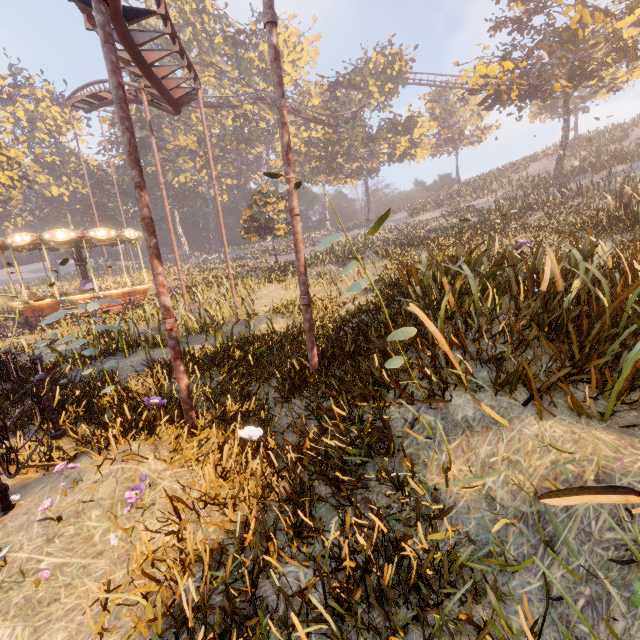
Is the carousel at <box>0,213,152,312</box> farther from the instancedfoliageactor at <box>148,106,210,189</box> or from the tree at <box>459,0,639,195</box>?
the instancedfoliageactor at <box>148,106,210,189</box>

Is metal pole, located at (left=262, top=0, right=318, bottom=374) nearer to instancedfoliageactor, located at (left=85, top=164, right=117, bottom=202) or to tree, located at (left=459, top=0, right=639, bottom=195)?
tree, located at (left=459, top=0, right=639, bottom=195)

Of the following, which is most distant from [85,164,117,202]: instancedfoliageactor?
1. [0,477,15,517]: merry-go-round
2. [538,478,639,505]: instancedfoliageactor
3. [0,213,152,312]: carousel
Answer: [538,478,639,505]: instancedfoliageactor

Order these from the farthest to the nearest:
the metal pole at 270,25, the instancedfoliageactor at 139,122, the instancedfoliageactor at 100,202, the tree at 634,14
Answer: the instancedfoliageactor at 100,202 → the instancedfoliageactor at 139,122 → the tree at 634,14 → the metal pole at 270,25

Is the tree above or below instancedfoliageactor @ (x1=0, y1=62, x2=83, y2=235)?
Answer: below

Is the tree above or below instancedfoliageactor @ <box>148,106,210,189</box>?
below

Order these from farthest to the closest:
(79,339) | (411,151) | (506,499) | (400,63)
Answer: (411,151) < (400,63) < (79,339) < (506,499)

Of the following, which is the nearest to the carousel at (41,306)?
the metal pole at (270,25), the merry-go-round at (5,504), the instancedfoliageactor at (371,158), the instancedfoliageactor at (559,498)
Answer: the instancedfoliageactor at (371,158)
